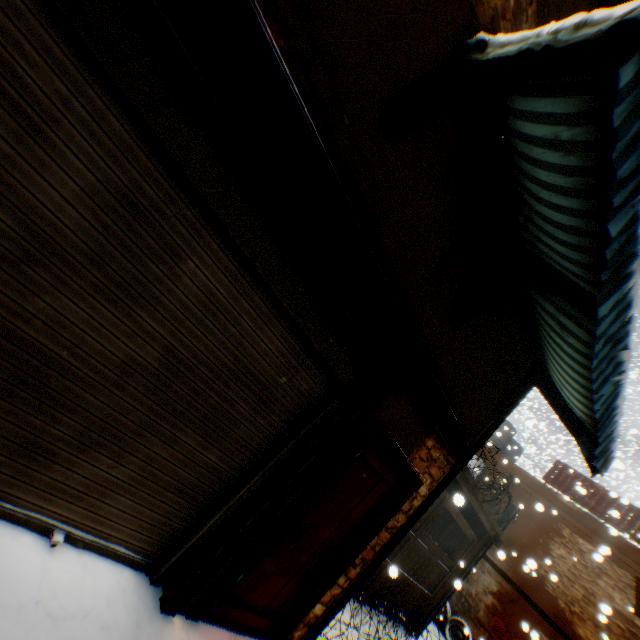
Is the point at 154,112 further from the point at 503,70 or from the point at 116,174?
the point at 503,70

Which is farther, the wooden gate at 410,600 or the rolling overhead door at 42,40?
the wooden gate at 410,600

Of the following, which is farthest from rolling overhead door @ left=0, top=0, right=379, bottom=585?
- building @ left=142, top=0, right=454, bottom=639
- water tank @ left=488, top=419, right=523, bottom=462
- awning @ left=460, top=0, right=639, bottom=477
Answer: water tank @ left=488, top=419, right=523, bottom=462

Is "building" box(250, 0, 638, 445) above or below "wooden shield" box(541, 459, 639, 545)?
below

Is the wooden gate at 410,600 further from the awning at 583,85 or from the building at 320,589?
the awning at 583,85

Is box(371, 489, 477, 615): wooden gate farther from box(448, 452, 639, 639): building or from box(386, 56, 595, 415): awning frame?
box(386, 56, 595, 415): awning frame

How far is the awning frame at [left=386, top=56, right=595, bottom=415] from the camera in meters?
2.4 m

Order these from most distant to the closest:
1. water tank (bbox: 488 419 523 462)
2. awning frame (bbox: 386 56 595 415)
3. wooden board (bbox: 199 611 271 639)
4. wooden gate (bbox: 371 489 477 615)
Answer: water tank (bbox: 488 419 523 462)
wooden gate (bbox: 371 489 477 615)
wooden board (bbox: 199 611 271 639)
awning frame (bbox: 386 56 595 415)
